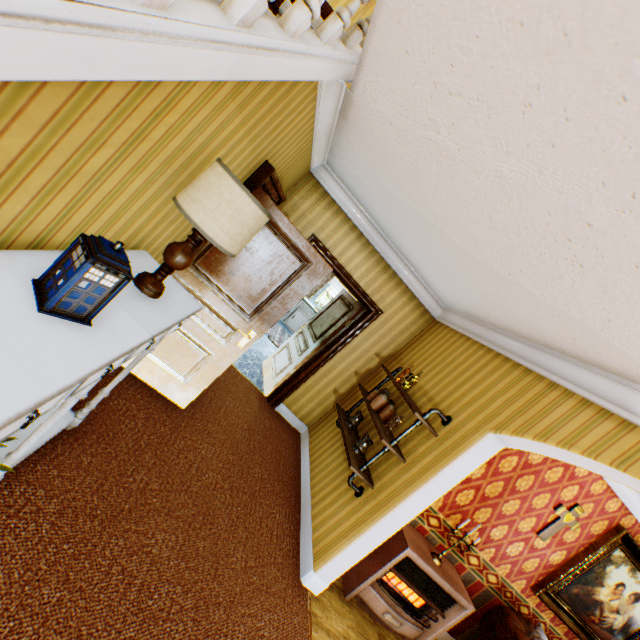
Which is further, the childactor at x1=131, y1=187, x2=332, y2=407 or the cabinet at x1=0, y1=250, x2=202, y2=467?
the childactor at x1=131, y1=187, x2=332, y2=407

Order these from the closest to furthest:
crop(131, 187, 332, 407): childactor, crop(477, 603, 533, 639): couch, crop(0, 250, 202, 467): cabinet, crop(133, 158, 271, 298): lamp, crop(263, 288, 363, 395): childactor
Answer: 1. crop(0, 250, 202, 467): cabinet
2. crop(133, 158, 271, 298): lamp
3. crop(131, 187, 332, 407): childactor
4. crop(477, 603, 533, 639): couch
5. crop(263, 288, 363, 395): childactor

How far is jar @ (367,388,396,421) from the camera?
3.9 meters

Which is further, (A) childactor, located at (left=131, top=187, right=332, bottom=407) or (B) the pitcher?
(B) the pitcher

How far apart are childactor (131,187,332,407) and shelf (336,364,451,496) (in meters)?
1.54

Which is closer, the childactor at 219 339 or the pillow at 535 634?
the childactor at 219 339

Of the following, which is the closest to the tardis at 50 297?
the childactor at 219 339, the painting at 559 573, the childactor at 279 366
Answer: the childactor at 219 339

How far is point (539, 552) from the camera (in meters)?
4.09
